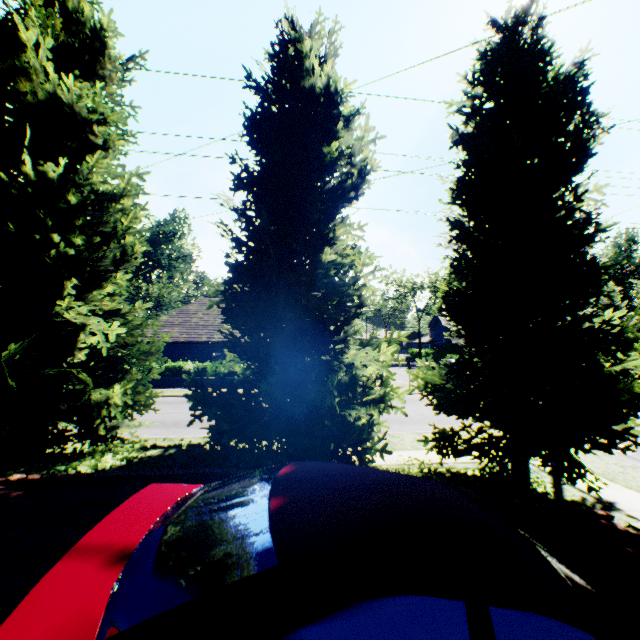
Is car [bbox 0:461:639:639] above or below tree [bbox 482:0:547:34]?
below

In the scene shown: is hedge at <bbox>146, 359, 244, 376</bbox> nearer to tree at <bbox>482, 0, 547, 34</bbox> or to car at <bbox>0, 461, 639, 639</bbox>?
tree at <bbox>482, 0, 547, 34</bbox>

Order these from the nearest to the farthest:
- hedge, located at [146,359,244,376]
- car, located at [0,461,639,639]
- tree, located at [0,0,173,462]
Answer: car, located at [0,461,639,639]
tree, located at [0,0,173,462]
hedge, located at [146,359,244,376]

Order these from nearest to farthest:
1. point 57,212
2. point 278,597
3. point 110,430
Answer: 1. point 278,597
2. point 57,212
3. point 110,430

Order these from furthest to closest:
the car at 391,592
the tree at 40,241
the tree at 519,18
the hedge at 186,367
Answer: → the hedge at 186,367 < the tree at 519,18 < the tree at 40,241 < the car at 391,592

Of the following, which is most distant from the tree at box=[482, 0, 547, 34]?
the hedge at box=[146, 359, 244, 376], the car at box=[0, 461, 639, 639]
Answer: the hedge at box=[146, 359, 244, 376]

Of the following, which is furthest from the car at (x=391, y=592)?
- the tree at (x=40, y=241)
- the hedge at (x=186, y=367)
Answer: the hedge at (x=186, y=367)

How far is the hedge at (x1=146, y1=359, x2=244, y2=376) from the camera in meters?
24.0
